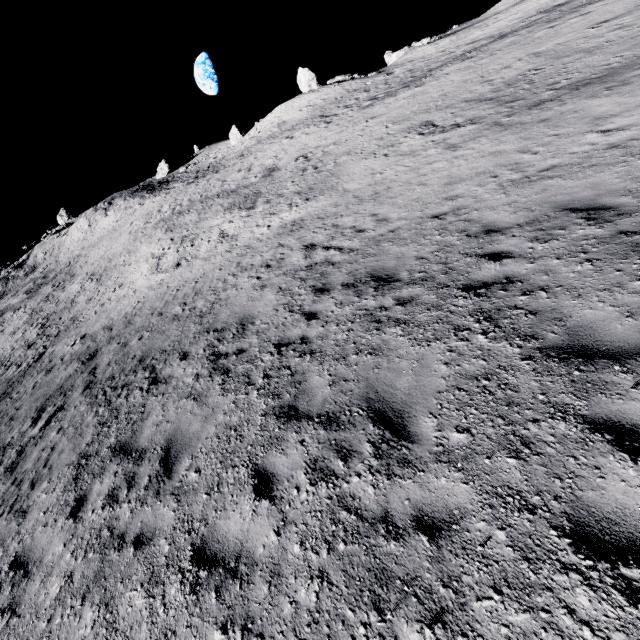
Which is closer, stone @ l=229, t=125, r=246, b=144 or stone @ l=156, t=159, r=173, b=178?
stone @ l=229, t=125, r=246, b=144

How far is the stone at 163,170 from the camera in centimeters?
5741cm

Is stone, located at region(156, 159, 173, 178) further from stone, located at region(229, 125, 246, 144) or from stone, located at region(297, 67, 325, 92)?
stone, located at region(297, 67, 325, 92)

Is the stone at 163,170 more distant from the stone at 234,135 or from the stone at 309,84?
the stone at 309,84

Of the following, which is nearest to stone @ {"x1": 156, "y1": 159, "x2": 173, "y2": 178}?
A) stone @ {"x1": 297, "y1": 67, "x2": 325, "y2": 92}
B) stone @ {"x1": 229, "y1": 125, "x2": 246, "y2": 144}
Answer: stone @ {"x1": 229, "y1": 125, "x2": 246, "y2": 144}

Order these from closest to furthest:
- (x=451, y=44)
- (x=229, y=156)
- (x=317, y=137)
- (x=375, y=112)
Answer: (x=375, y=112)
(x=317, y=137)
(x=451, y=44)
(x=229, y=156)
